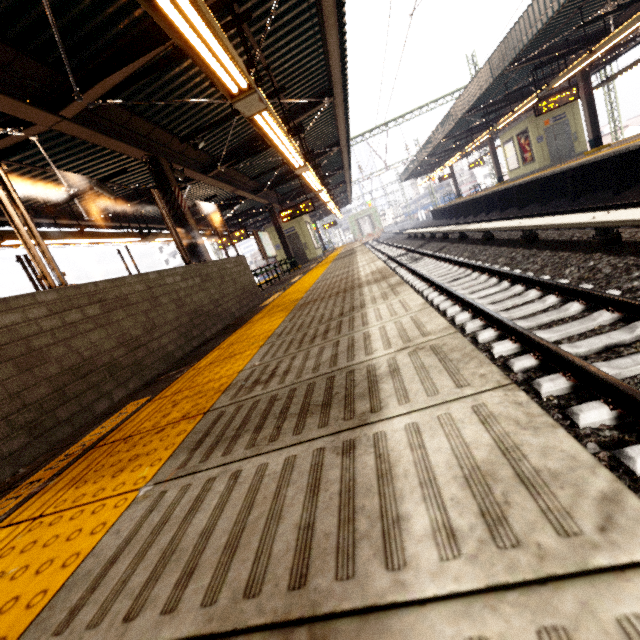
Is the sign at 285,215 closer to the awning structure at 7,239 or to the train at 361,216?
the awning structure at 7,239

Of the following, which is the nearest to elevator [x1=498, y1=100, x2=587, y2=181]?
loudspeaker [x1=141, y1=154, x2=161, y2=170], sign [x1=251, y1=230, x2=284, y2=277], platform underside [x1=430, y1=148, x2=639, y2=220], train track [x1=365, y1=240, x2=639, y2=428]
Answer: platform underside [x1=430, y1=148, x2=639, y2=220]

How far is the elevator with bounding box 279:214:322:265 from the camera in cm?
1894

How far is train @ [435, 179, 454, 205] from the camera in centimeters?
4516cm

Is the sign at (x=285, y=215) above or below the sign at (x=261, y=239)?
above

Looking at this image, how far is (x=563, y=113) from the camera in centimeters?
1628cm

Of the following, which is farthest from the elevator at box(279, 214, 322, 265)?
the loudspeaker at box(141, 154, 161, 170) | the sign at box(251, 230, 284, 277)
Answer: the loudspeaker at box(141, 154, 161, 170)

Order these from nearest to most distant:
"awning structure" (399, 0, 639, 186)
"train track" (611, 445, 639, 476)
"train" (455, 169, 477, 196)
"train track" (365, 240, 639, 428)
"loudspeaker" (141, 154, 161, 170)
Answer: "train track" (611, 445, 639, 476) < "train track" (365, 240, 639, 428) < "loudspeaker" (141, 154, 161, 170) < "awning structure" (399, 0, 639, 186) < "train" (455, 169, 477, 196)
